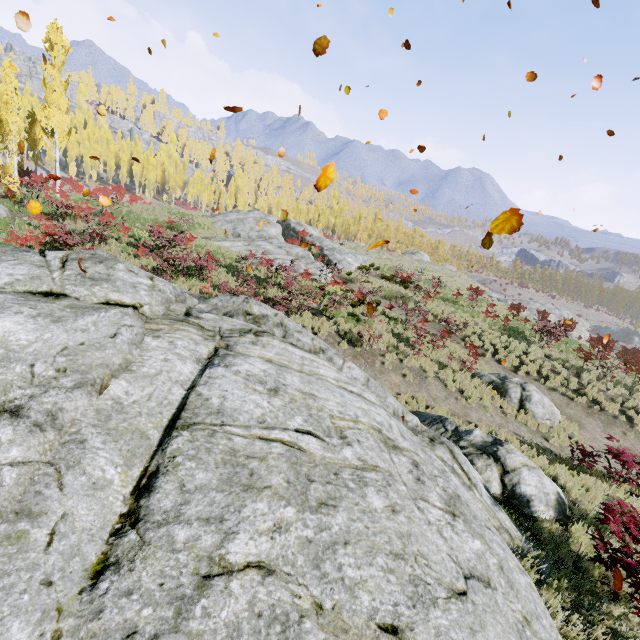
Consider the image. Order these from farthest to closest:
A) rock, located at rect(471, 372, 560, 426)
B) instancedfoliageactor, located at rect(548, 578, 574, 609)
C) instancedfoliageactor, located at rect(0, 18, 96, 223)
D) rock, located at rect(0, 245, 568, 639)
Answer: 1. instancedfoliageactor, located at rect(0, 18, 96, 223)
2. rock, located at rect(471, 372, 560, 426)
3. instancedfoliageactor, located at rect(548, 578, 574, 609)
4. rock, located at rect(0, 245, 568, 639)

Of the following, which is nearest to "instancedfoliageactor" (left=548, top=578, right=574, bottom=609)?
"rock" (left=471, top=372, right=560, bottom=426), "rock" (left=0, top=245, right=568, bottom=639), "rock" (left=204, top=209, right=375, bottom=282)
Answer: "rock" (left=0, top=245, right=568, bottom=639)

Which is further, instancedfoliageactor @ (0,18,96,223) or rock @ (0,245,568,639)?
instancedfoliageactor @ (0,18,96,223)

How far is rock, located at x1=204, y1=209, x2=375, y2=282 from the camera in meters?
24.2

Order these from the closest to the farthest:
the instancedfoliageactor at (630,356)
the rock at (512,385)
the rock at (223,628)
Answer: the rock at (223,628) → the rock at (512,385) → the instancedfoliageactor at (630,356)

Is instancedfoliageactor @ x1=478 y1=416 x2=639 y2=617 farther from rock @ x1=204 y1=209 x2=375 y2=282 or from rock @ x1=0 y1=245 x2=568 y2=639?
rock @ x1=204 y1=209 x2=375 y2=282

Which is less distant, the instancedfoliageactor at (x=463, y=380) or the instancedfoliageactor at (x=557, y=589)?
the instancedfoliageactor at (x=557, y=589)

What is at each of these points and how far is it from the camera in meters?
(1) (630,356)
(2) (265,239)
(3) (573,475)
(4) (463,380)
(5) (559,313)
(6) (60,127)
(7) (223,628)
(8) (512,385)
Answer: (1) instancedfoliageactor, 24.2
(2) rock, 28.3
(3) instancedfoliageactor, 10.0
(4) instancedfoliageactor, 14.3
(5) rock, 39.0
(6) instancedfoliageactor, 23.8
(7) rock, 2.8
(8) rock, 14.0
